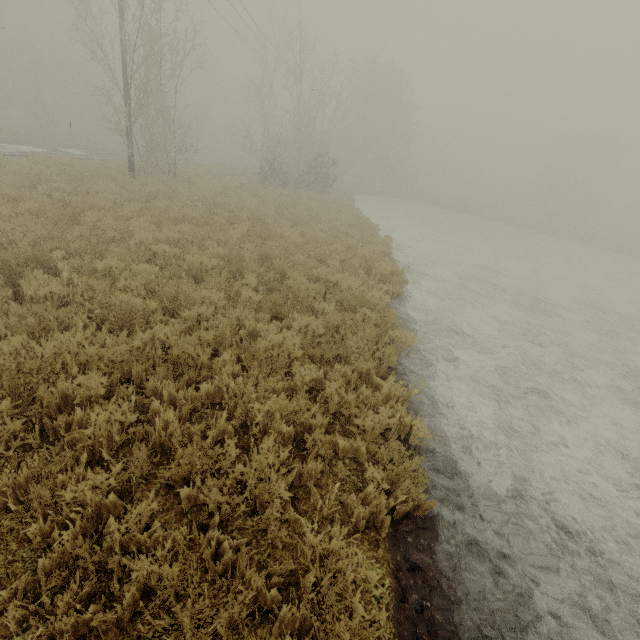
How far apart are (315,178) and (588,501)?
29.2 meters
